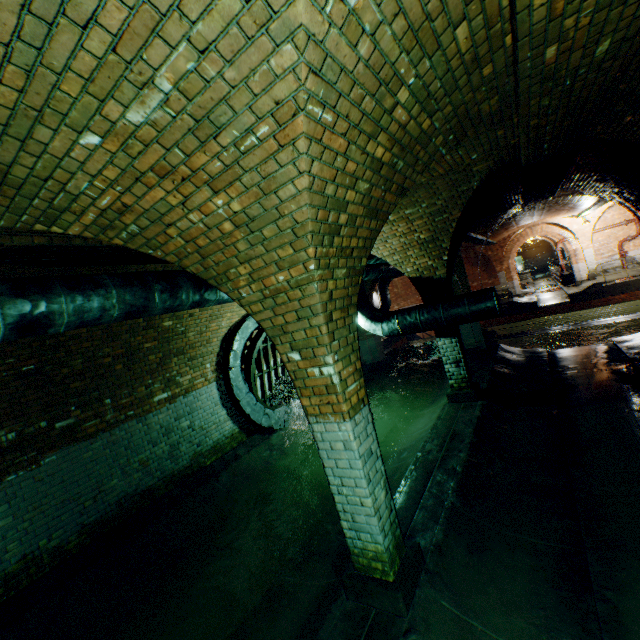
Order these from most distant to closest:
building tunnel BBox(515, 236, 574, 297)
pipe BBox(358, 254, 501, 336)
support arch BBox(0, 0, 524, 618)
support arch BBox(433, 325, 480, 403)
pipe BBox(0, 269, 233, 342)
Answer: building tunnel BBox(515, 236, 574, 297) → support arch BBox(433, 325, 480, 403) → pipe BBox(358, 254, 501, 336) → pipe BBox(0, 269, 233, 342) → support arch BBox(0, 0, 524, 618)

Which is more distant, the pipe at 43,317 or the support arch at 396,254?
the pipe at 43,317

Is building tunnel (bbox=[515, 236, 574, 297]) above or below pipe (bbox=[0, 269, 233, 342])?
below

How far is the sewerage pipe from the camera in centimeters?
780cm

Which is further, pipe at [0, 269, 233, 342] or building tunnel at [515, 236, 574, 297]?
building tunnel at [515, 236, 574, 297]

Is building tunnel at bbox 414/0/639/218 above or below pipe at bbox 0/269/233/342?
above

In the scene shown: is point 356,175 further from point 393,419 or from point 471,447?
point 393,419

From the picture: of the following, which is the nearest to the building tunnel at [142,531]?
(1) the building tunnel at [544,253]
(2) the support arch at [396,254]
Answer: (2) the support arch at [396,254]
